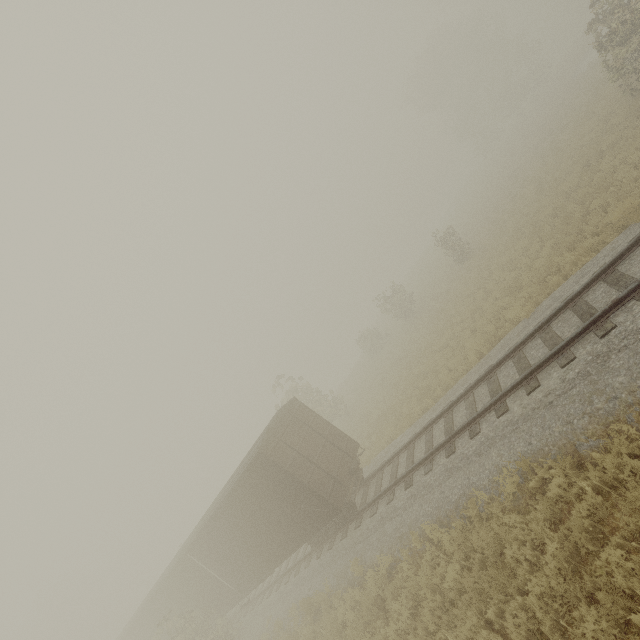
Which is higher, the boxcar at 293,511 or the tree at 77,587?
the tree at 77,587

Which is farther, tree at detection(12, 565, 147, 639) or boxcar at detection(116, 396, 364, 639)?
tree at detection(12, 565, 147, 639)

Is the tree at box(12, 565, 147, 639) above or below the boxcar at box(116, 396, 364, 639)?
above

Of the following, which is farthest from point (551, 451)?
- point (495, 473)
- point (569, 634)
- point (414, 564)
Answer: point (414, 564)

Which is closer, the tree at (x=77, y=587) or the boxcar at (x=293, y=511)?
the boxcar at (x=293, y=511)
